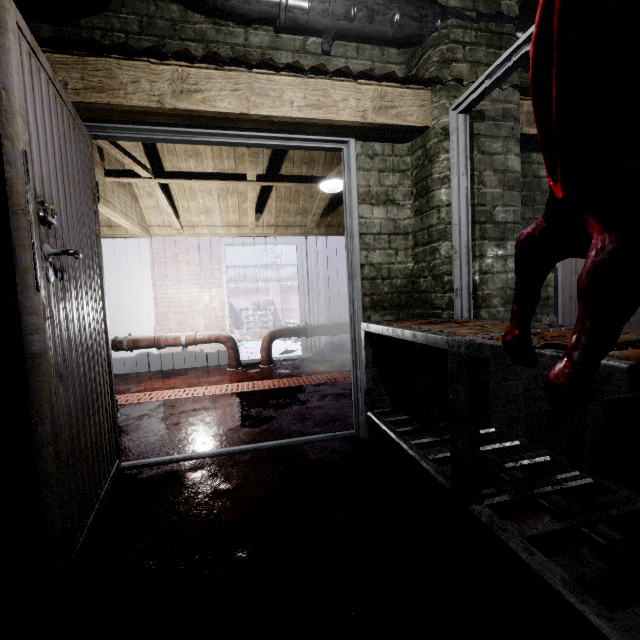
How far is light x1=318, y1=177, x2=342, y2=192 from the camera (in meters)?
3.59

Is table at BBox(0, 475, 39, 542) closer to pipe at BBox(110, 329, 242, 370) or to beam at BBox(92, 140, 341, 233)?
beam at BBox(92, 140, 341, 233)

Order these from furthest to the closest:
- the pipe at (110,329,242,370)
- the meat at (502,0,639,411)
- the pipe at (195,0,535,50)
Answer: the pipe at (110,329,242,370)
the pipe at (195,0,535,50)
the meat at (502,0,639,411)

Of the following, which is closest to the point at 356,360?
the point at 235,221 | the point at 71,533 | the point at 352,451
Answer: the point at 352,451

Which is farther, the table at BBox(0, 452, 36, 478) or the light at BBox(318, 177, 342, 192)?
the light at BBox(318, 177, 342, 192)

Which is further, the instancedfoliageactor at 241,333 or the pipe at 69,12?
the instancedfoliageactor at 241,333

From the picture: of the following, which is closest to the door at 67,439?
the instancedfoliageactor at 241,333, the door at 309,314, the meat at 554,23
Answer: the meat at 554,23

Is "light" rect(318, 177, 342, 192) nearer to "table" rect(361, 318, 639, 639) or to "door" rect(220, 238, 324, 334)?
"door" rect(220, 238, 324, 334)
